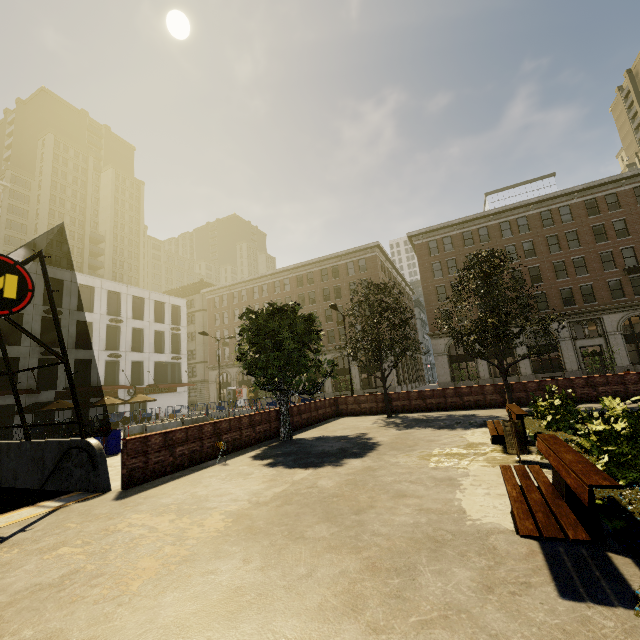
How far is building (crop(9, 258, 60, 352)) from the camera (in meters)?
29.22

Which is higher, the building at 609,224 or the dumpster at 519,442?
the building at 609,224

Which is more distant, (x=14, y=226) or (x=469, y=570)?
(x=14, y=226)

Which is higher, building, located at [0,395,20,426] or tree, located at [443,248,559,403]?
tree, located at [443,248,559,403]

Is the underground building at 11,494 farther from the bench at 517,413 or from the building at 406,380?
the building at 406,380

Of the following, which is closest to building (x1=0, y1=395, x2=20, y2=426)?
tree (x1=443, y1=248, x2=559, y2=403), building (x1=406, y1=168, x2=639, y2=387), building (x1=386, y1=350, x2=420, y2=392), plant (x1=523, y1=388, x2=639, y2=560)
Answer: building (x1=386, y1=350, x2=420, y2=392)

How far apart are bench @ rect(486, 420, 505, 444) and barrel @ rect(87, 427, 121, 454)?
15.0m

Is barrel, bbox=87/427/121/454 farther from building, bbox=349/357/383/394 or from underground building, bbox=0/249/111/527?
building, bbox=349/357/383/394
